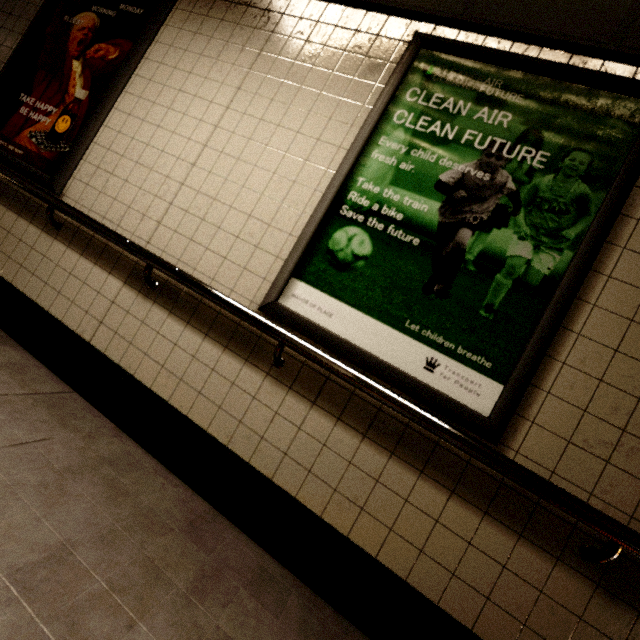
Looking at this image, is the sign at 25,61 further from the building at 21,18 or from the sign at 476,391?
the sign at 476,391

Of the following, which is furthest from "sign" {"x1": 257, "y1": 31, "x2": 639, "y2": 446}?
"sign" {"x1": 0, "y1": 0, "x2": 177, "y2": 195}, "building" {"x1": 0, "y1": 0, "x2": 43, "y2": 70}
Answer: "sign" {"x1": 0, "y1": 0, "x2": 177, "y2": 195}

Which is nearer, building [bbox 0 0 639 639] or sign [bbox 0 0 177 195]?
building [bbox 0 0 639 639]

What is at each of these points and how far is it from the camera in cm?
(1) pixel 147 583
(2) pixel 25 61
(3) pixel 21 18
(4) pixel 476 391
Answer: (1) building, 117
(2) sign, 260
(3) building, 275
(4) sign, 142

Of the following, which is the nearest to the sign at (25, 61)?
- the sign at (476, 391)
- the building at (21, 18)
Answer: the building at (21, 18)

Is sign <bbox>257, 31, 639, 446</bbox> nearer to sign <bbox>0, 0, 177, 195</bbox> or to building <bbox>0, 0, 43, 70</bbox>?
building <bbox>0, 0, 43, 70</bbox>

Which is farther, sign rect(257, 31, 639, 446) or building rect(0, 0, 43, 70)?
building rect(0, 0, 43, 70)
